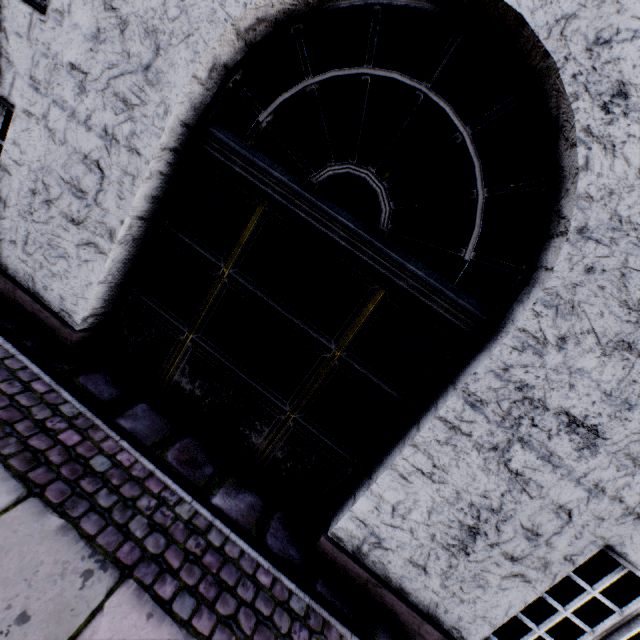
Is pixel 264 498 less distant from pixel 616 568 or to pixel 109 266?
pixel 109 266
